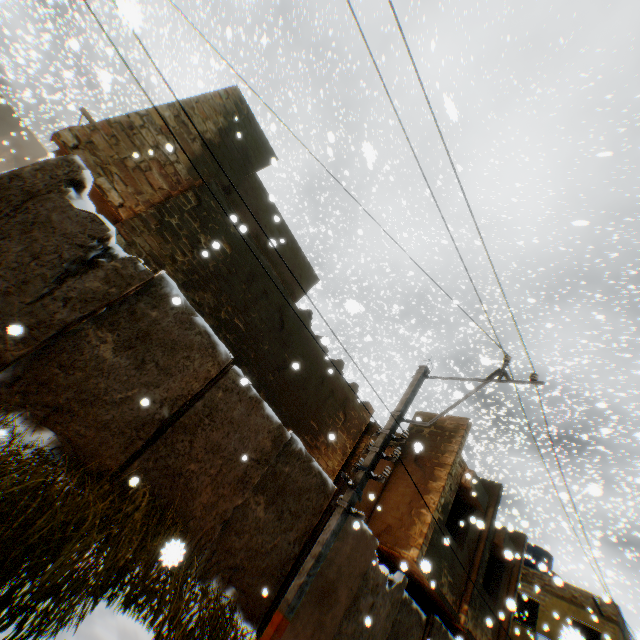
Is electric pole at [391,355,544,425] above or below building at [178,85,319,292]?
below

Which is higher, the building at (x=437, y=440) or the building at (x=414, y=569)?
the building at (x=437, y=440)

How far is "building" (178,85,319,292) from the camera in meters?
8.2 m

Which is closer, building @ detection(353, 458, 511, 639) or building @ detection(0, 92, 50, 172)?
building @ detection(353, 458, 511, 639)

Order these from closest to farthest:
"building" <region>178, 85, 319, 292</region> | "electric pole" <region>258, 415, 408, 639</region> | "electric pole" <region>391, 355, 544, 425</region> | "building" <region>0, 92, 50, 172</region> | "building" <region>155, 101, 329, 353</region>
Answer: "electric pole" <region>258, 415, 408, 639</region> < "electric pole" <region>391, 355, 544, 425</region> < "building" <region>155, 101, 329, 353</region> < "building" <region>178, 85, 319, 292</region> < "building" <region>0, 92, 50, 172</region>

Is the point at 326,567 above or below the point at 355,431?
below

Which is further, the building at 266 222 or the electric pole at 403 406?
the building at 266 222

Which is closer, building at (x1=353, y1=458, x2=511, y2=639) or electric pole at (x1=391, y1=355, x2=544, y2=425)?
electric pole at (x1=391, y1=355, x2=544, y2=425)
